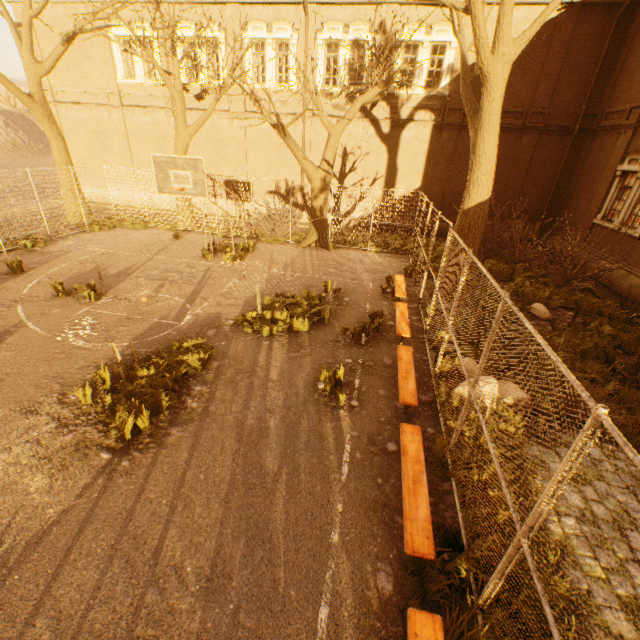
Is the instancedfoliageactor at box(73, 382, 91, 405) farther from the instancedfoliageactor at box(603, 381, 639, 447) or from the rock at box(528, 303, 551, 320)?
the rock at box(528, 303, 551, 320)

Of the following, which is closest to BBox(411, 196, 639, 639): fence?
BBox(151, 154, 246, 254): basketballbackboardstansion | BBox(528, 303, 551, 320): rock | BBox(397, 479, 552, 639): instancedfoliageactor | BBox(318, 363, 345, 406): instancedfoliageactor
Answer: BBox(397, 479, 552, 639): instancedfoliageactor

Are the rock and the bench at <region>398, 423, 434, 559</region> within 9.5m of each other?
yes

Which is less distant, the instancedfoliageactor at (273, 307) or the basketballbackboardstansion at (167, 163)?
the instancedfoliageactor at (273, 307)

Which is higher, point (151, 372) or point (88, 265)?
point (151, 372)

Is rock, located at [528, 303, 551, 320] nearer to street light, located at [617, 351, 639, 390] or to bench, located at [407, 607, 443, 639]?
street light, located at [617, 351, 639, 390]

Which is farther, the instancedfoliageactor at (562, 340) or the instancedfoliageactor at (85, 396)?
the instancedfoliageactor at (562, 340)

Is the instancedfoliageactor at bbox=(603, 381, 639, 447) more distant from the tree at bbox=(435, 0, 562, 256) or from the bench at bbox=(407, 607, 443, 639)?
the bench at bbox=(407, 607, 443, 639)
